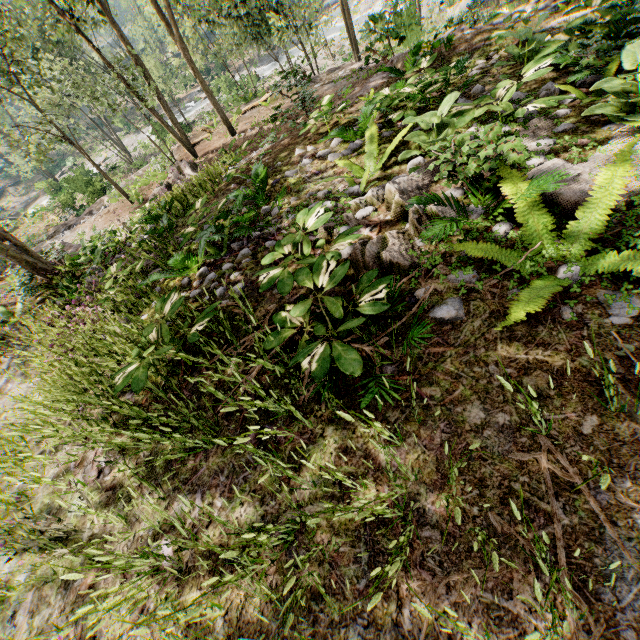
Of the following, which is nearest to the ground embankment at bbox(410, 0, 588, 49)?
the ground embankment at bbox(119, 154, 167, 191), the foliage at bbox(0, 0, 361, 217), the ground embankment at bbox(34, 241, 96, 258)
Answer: the foliage at bbox(0, 0, 361, 217)

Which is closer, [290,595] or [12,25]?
[290,595]

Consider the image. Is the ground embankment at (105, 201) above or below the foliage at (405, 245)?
below

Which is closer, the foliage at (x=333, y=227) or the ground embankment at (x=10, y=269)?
the foliage at (x=333, y=227)

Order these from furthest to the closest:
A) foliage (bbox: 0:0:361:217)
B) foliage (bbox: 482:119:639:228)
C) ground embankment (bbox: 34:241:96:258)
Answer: foliage (bbox: 0:0:361:217)
ground embankment (bbox: 34:241:96:258)
foliage (bbox: 482:119:639:228)

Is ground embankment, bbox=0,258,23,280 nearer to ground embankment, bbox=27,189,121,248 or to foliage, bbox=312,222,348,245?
foliage, bbox=312,222,348,245

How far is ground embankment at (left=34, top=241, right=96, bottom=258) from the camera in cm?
892

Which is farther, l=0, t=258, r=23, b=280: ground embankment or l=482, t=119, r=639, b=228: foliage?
l=0, t=258, r=23, b=280: ground embankment
